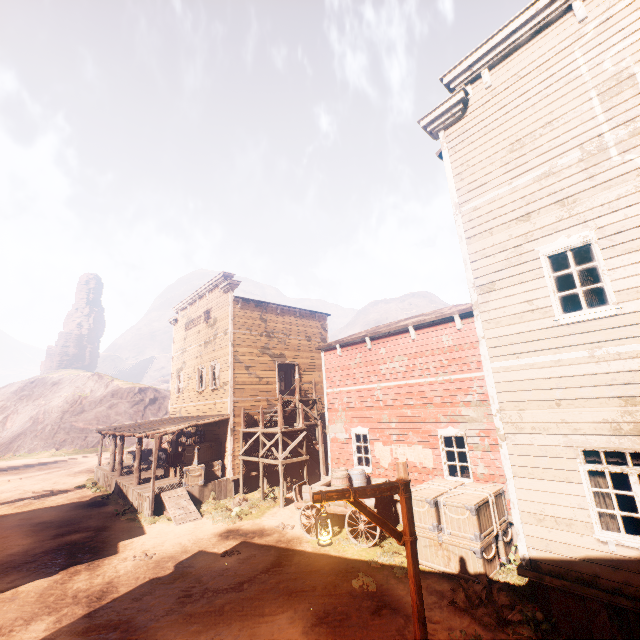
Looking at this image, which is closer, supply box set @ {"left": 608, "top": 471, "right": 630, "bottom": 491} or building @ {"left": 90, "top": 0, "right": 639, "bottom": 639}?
building @ {"left": 90, "top": 0, "right": 639, "bottom": 639}

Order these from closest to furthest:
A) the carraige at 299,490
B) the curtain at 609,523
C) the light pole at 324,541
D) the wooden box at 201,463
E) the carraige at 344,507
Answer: the light pole at 324,541 < the curtain at 609,523 < the carraige at 344,507 < the carraige at 299,490 < the wooden box at 201,463

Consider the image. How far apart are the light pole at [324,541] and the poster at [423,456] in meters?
6.2 m

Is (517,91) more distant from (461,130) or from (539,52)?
(461,130)

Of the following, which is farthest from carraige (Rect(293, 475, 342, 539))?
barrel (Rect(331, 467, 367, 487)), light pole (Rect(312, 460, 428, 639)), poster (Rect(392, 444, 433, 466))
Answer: light pole (Rect(312, 460, 428, 639))

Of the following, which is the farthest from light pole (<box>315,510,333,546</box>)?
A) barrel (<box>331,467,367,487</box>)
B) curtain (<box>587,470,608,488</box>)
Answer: barrel (<box>331,467,367,487</box>)

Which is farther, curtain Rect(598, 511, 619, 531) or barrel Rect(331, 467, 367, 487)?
barrel Rect(331, 467, 367, 487)

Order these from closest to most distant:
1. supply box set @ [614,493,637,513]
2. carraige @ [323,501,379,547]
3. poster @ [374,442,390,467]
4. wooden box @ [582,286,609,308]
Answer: wooden box @ [582,286,609,308] → supply box set @ [614,493,637,513] → carraige @ [323,501,379,547] → poster @ [374,442,390,467]
